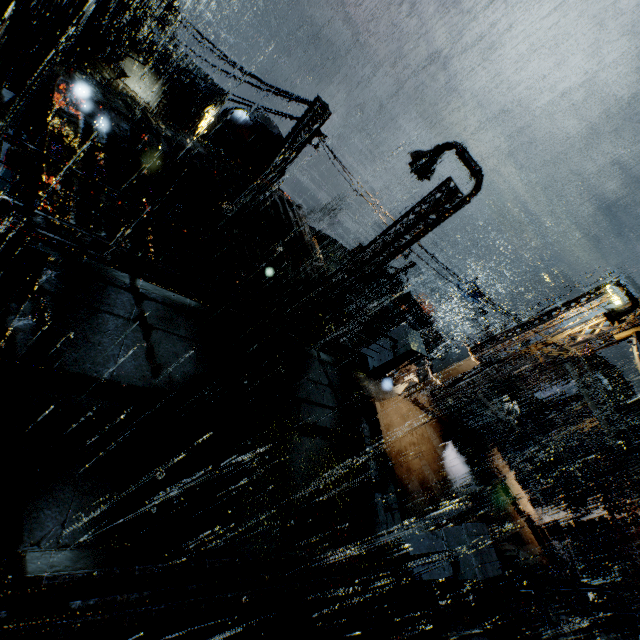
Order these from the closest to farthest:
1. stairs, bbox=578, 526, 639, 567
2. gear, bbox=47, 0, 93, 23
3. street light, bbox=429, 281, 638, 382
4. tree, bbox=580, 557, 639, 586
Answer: street light, bbox=429, 281, 638, 382
tree, bbox=580, 557, 639, 586
stairs, bbox=578, 526, 639, 567
gear, bbox=47, 0, 93, 23

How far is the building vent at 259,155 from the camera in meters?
15.8 m

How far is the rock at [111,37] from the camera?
43.2 meters

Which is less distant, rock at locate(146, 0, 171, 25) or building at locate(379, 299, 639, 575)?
building at locate(379, 299, 639, 575)

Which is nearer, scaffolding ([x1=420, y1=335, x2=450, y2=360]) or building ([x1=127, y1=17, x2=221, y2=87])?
scaffolding ([x1=420, y1=335, x2=450, y2=360])

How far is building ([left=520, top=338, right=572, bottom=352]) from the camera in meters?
11.4 m

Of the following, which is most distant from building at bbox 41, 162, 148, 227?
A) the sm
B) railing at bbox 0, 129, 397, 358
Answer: railing at bbox 0, 129, 397, 358

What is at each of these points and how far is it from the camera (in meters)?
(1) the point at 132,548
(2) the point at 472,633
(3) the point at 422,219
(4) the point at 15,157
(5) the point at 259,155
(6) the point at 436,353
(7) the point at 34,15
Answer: (1) bridge, 3.90
(2) pipe, 7.43
(3) street light, 11.34
(4) building, 6.67
(5) building vent, 16.22
(6) scaffolding, 16.94
(7) gear, 32.59
